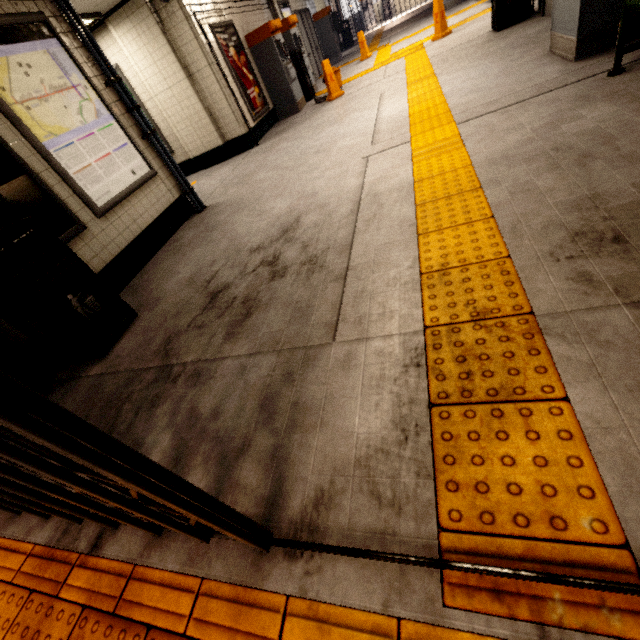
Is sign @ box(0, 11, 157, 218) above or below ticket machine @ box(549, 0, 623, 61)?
above

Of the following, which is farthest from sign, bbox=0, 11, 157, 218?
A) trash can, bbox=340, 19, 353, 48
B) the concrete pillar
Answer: trash can, bbox=340, 19, 353, 48

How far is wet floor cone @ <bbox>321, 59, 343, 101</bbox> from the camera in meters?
7.5

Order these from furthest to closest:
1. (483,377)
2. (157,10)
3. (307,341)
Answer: (157,10)
(307,341)
(483,377)

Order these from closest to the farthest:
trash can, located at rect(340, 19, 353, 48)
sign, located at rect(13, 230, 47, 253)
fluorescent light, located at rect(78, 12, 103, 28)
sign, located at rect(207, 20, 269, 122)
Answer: sign, located at rect(13, 230, 47, 253)
fluorescent light, located at rect(78, 12, 103, 28)
sign, located at rect(207, 20, 269, 122)
trash can, located at rect(340, 19, 353, 48)

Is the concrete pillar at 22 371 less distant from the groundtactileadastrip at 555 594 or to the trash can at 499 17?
the groundtactileadastrip at 555 594

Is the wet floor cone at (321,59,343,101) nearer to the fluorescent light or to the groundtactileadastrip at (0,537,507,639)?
the groundtactileadastrip at (0,537,507,639)

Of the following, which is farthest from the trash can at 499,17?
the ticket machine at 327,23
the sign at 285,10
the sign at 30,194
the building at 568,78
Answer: the ticket machine at 327,23
